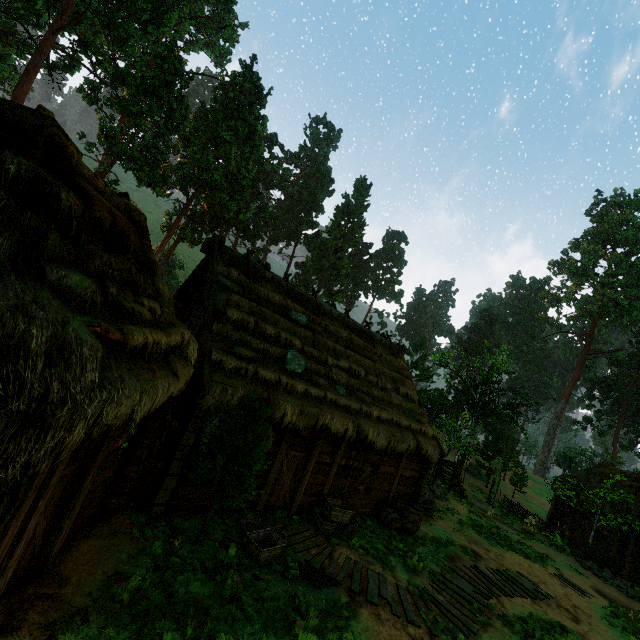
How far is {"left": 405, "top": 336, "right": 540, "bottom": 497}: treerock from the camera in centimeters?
2643cm

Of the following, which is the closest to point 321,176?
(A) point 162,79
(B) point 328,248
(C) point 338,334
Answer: (B) point 328,248

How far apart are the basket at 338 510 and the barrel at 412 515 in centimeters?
190cm

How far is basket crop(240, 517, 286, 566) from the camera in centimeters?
771cm

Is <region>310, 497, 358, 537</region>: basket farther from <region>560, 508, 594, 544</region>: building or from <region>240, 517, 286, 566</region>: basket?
<region>240, 517, 286, 566</region>: basket

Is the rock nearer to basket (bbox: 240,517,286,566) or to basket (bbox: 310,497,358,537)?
basket (bbox: 310,497,358,537)

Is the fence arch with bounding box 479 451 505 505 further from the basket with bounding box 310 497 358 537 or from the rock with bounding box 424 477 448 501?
the basket with bounding box 310 497 358 537

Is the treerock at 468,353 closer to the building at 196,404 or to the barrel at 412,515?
the building at 196,404
